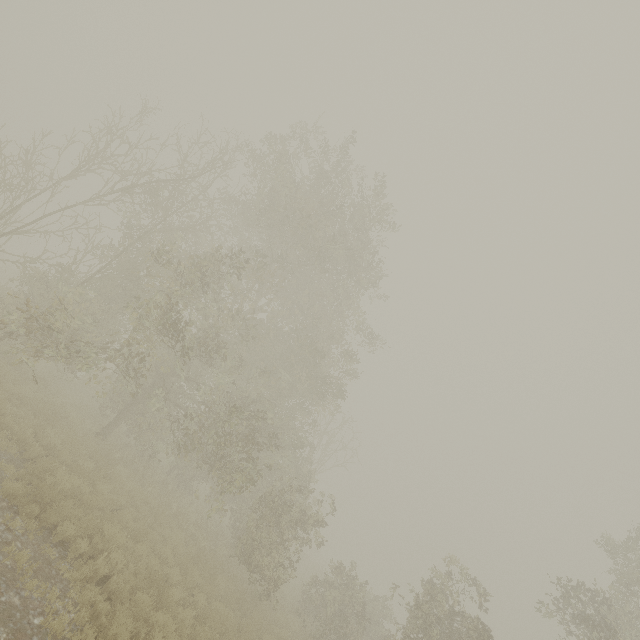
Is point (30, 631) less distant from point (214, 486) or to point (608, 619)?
point (214, 486)
